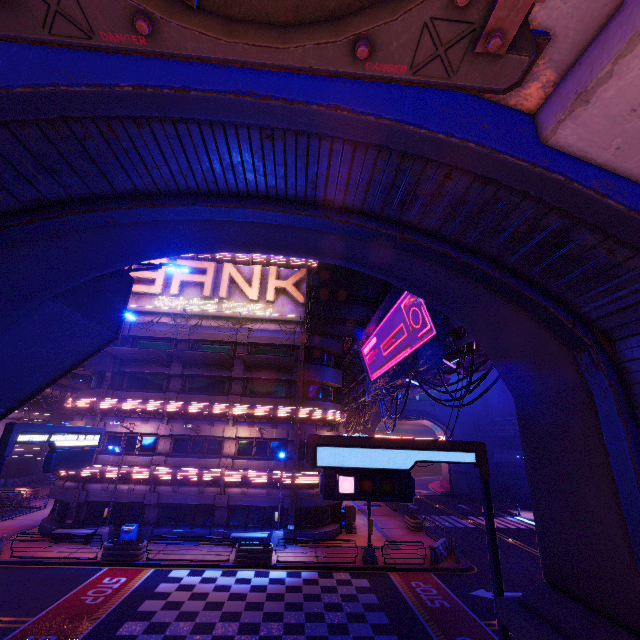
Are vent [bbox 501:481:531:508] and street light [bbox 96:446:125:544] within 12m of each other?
no

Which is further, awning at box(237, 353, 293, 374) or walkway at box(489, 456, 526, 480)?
walkway at box(489, 456, 526, 480)

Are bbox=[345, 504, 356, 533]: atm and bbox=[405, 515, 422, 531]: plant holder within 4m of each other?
no

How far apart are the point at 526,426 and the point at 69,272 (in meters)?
11.67

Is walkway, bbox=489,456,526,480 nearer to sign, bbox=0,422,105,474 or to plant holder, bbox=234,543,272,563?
sign, bbox=0,422,105,474

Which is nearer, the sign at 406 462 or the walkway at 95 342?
the sign at 406 462

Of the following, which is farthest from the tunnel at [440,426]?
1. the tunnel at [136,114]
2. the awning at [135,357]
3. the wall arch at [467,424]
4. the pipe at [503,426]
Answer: the tunnel at [136,114]

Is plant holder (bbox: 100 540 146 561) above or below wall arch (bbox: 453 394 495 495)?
below
